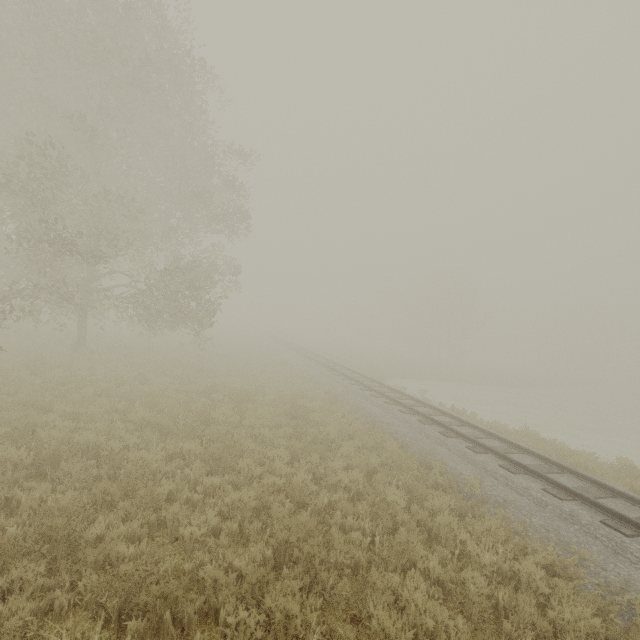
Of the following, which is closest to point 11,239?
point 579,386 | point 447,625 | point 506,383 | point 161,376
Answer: point 161,376
